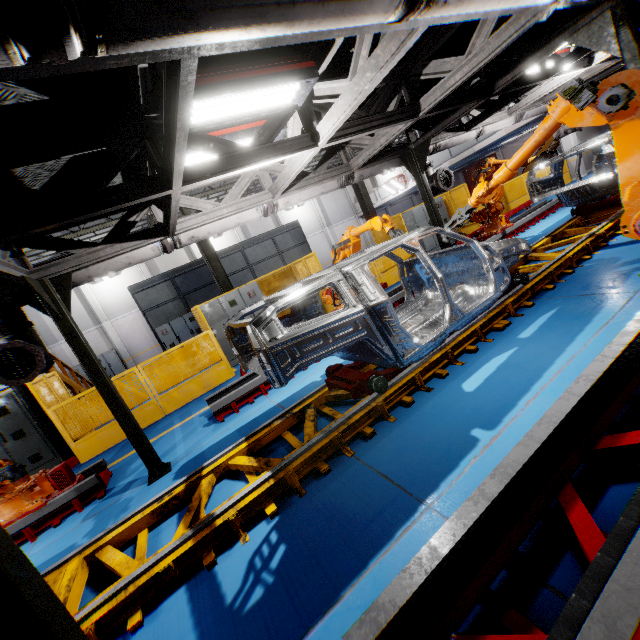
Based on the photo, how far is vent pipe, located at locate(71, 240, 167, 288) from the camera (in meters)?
4.95

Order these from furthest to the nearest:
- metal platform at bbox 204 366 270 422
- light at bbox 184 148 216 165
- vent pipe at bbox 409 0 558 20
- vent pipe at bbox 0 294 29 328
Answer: metal platform at bbox 204 366 270 422 < vent pipe at bbox 0 294 29 328 < light at bbox 184 148 216 165 < vent pipe at bbox 409 0 558 20

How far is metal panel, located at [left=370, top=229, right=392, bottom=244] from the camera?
13.1 meters

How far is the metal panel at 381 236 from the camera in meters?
13.1 m

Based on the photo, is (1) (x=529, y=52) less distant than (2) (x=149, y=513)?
No

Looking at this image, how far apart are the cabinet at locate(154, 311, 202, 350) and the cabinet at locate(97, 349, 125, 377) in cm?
951

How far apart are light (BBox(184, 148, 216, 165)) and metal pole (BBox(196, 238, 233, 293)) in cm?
754

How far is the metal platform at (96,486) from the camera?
4.9m
